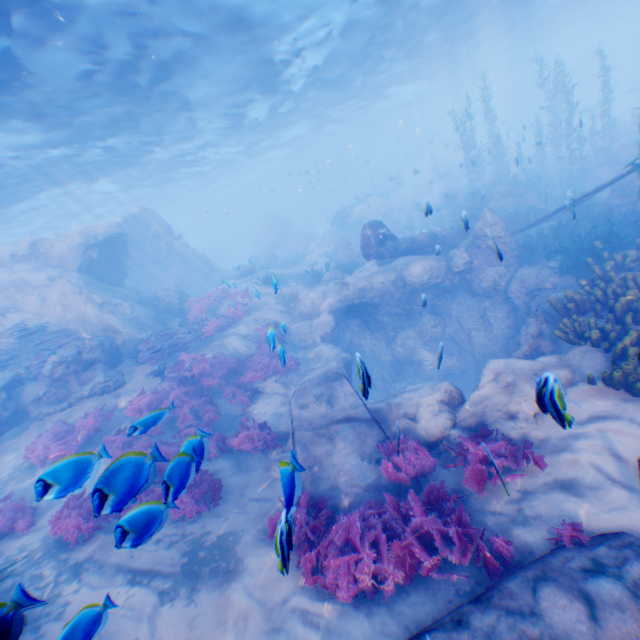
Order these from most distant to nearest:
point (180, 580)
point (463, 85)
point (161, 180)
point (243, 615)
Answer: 1. point (463, 85)
2. point (161, 180)
3. point (180, 580)
4. point (243, 615)

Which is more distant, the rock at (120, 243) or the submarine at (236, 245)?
the submarine at (236, 245)

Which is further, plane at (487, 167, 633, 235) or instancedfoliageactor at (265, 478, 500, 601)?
plane at (487, 167, 633, 235)

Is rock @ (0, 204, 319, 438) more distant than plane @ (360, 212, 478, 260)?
No

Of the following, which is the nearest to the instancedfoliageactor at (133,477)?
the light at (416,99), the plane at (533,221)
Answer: the plane at (533,221)

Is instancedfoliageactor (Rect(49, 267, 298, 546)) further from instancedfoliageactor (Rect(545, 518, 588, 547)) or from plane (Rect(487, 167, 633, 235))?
instancedfoliageactor (Rect(545, 518, 588, 547))

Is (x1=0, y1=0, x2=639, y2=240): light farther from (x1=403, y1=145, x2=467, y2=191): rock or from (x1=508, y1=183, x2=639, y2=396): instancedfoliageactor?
(x1=508, y1=183, x2=639, y2=396): instancedfoliageactor

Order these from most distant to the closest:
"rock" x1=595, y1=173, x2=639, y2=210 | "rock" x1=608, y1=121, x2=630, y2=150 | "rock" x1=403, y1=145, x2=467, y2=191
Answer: "rock" x1=403, y1=145, x2=467, y2=191 → "rock" x1=608, y1=121, x2=630, y2=150 → "rock" x1=595, y1=173, x2=639, y2=210
